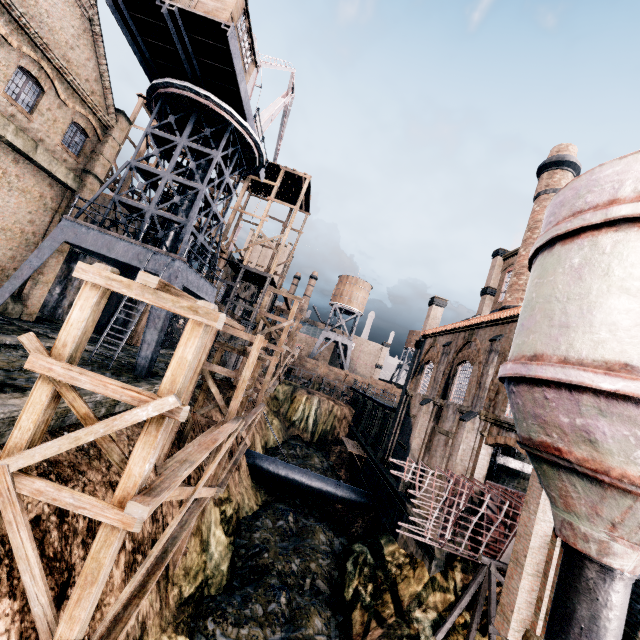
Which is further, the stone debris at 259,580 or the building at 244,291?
the building at 244,291

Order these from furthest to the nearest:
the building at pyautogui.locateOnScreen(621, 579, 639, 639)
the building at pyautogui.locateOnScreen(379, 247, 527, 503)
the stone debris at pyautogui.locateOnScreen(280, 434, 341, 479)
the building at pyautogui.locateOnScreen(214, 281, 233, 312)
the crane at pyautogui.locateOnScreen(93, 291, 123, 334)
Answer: the building at pyautogui.locateOnScreen(214, 281, 233, 312) → the stone debris at pyautogui.locateOnScreen(280, 434, 341, 479) → the crane at pyautogui.locateOnScreen(93, 291, 123, 334) → the building at pyautogui.locateOnScreen(379, 247, 527, 503) → the building at pyautogui.locateOnScreen(621, 579, 639, 639)

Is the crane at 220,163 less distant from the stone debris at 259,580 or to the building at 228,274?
the building at 228,274

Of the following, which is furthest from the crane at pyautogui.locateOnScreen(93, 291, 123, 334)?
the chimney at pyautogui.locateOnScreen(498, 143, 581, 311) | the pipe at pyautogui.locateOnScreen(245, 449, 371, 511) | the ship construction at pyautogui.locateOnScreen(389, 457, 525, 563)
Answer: the chimney at pyautogui.locateOnScreen(498, 143, 581, 311)

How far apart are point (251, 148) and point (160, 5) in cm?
853

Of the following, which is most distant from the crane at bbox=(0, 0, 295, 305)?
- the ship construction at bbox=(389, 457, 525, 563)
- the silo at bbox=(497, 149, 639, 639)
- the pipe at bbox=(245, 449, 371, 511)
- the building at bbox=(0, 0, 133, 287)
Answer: the silo at bbox=(497, 149, 639, 639)

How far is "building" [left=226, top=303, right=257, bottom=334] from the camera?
32.5 meters

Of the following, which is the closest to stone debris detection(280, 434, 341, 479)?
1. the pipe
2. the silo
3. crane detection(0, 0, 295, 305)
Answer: the silo
